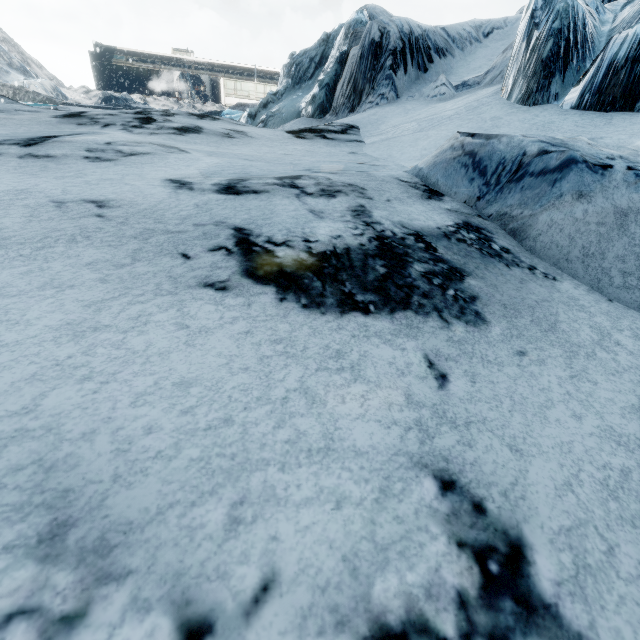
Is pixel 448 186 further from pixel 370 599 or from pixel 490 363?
pixel 370 599
